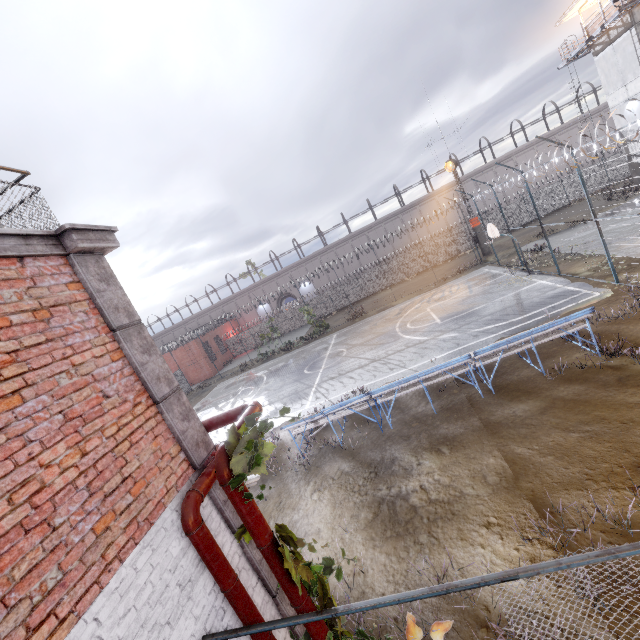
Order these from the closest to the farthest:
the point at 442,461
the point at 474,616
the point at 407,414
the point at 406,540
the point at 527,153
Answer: the point at 474,616, the point at 406,540, the point at 442,461, the point at 407,414, the point at 527,153

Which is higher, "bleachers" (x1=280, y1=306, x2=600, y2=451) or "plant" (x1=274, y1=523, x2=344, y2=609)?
"plant" (x1=274, y1=523, x2=344, y2=609)

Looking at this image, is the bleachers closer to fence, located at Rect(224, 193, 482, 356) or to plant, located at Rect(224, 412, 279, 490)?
plant, located at Rect(224, 412, 279, 490)

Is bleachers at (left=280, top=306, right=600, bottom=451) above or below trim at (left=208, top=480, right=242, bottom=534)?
below

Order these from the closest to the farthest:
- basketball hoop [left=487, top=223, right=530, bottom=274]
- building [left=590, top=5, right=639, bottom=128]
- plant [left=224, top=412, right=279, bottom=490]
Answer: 1. plant [left=224, top=412, right=279, bottom=490]
2. basketball hoop [left=487, top=223, right=530, bottom=274]
3. building [left=590, top=5, right=639, bottom=128]

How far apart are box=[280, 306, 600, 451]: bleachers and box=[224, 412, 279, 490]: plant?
5.8m

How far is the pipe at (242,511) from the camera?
3.23m

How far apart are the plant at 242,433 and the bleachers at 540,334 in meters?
5.8
